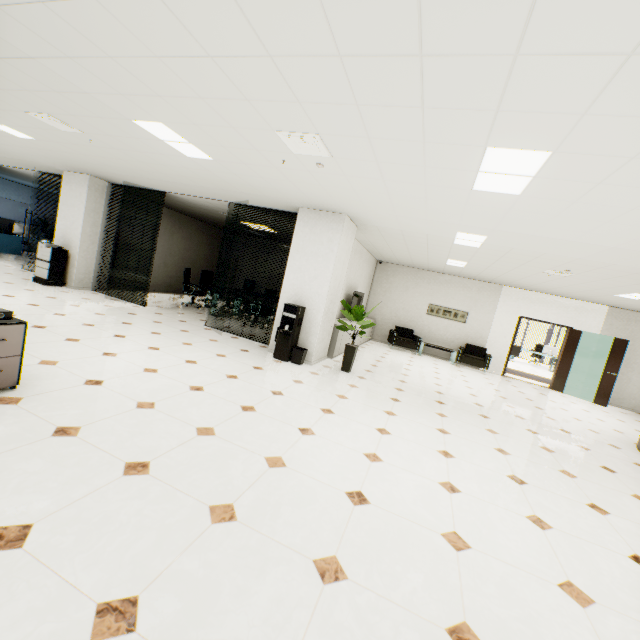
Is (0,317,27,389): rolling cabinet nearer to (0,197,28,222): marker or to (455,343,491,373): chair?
(455,343,491,373): chair

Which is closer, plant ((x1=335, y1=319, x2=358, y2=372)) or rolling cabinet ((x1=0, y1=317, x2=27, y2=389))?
rolling cabinet ((x1=0, y1=317, x2=27, y2=389))

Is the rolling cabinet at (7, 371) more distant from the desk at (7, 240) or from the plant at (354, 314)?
the desk at (7, 240)

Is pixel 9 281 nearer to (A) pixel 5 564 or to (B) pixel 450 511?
(A) pixel 5 564

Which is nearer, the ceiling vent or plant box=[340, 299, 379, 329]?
the ceiling vent

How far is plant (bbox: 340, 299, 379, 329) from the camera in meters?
6.2

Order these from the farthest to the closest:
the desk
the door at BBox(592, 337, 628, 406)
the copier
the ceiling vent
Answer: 1. the desk
2. the door at BBox(592, 337, 628, 406)
3. the copier
4. the ceiling vent

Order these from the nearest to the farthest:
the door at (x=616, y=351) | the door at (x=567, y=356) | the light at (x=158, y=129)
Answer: the light at (x=158, y=129), the door at (x=616, y=351), the door at (x=567, y=356)
